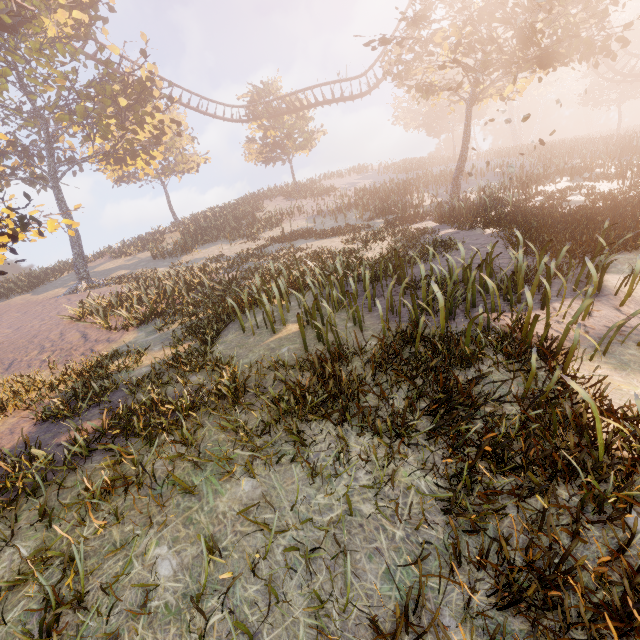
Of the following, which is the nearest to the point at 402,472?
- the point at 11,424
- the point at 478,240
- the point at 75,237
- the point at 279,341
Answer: the point at 279,341

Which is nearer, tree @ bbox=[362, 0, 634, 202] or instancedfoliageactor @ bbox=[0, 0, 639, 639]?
instancedfoliageactor @ bbox=[0, 0, 639, 639]

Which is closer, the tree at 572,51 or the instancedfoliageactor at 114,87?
the instancedfoliageactor at 114,87
